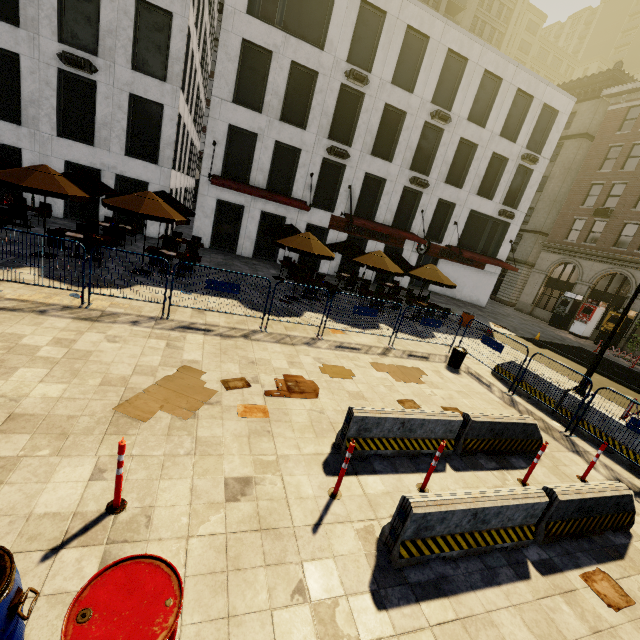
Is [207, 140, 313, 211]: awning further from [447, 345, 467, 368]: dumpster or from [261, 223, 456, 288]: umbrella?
[447, 345, 467, 368]: dumpster

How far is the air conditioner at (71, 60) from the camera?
14.41m

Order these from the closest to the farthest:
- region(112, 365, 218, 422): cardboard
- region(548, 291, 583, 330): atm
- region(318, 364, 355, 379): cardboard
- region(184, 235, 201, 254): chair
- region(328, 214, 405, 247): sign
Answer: region(112, 365, 218, 422): cardboard < region(318, 364, 355, 379): cardboard < region(184, 235, 201, 254): chair < region(328, 214, 405, 247): sign < region(548, 291, 583, 330): atm

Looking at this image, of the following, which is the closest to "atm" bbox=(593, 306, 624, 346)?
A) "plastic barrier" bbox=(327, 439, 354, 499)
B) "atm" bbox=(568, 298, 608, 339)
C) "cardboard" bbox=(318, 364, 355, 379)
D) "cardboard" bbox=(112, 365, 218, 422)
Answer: "atm" bbox=(568, 298, 608, 339)

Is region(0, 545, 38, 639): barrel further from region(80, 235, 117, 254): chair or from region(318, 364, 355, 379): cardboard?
region(80, 235, 117, 254): chair

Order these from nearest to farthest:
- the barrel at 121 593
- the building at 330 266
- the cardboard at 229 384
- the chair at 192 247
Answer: the barrel at 121 593 < the cardboard at 229 384 < the chair at 192 247 < the building at 330 266

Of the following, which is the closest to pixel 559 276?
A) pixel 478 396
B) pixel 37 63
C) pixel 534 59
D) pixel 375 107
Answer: pixel 375 107

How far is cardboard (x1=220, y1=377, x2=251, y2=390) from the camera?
6.6m
